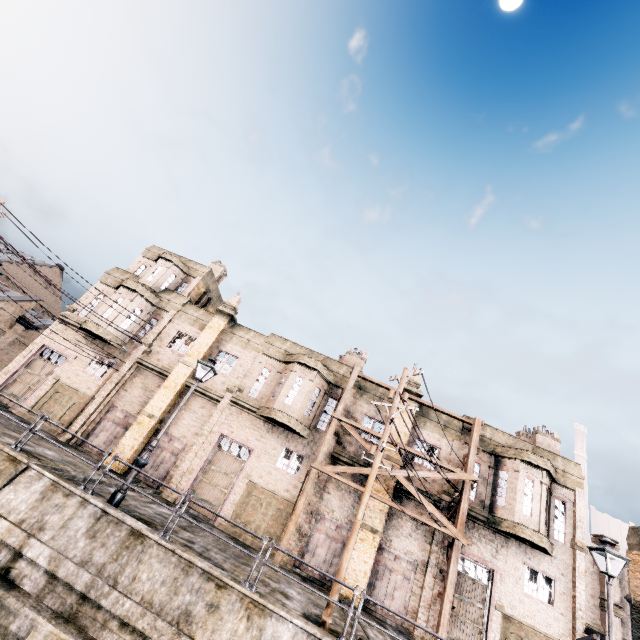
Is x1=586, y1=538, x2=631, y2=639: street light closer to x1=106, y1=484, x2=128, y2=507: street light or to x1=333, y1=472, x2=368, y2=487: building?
x1=333, y1=472, x2=368, y2=487: building

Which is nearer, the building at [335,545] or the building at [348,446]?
the building at [335,545]

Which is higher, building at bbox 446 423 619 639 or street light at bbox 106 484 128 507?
building at bbox 446 423 619 639

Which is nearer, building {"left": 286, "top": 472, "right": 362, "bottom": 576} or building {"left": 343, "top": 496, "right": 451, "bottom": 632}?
building {"left": 343, "top": 496, "right": 451, "bottom": 632}

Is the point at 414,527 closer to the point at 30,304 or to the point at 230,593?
the point at 230,593

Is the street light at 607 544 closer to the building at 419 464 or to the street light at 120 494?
the building at 419 464
